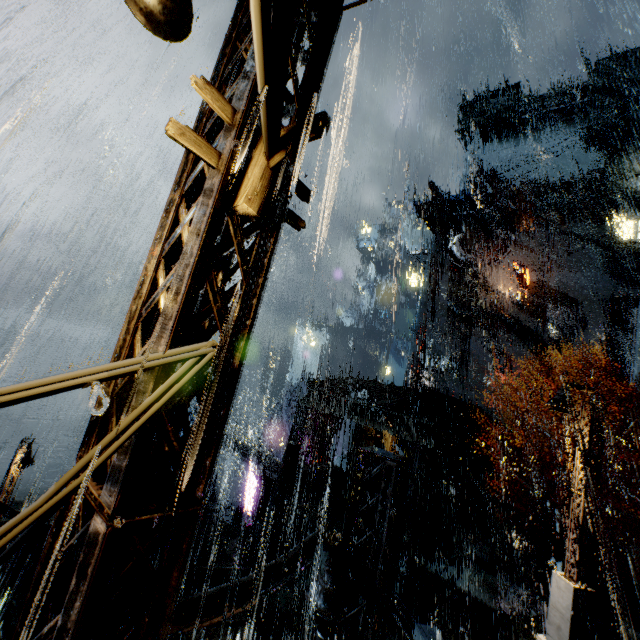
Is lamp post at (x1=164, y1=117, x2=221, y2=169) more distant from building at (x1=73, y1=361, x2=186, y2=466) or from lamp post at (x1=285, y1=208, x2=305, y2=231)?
lamp post at (x1=285, y1=208, x2=305, y2=231)

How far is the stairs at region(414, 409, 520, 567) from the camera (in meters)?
22.80

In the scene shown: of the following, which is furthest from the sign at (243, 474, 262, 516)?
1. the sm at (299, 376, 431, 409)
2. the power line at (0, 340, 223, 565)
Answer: the power line at (0, 340, 223, 565)

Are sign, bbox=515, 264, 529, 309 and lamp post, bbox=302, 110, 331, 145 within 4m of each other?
no

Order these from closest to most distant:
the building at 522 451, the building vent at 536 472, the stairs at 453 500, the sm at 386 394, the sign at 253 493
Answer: the sm at 386 394 < the stairs at 453 500 < the sign at 253 493 < the building vent at 536 472 < the building at 522 451

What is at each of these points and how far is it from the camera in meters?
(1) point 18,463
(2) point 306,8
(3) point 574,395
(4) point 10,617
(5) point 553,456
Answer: (1) street light, 17.2 m
(2) building, 2.9 m
(3) building, 34.6 m
(4) scaffolding, 5.8 m
(5) building vent, 28.6 m

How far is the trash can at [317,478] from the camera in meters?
22.1 m

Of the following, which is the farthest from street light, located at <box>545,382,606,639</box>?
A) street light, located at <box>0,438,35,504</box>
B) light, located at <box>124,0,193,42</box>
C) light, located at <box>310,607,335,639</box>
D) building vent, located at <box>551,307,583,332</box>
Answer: building vent, located at <box>551,307,583,332</box>
